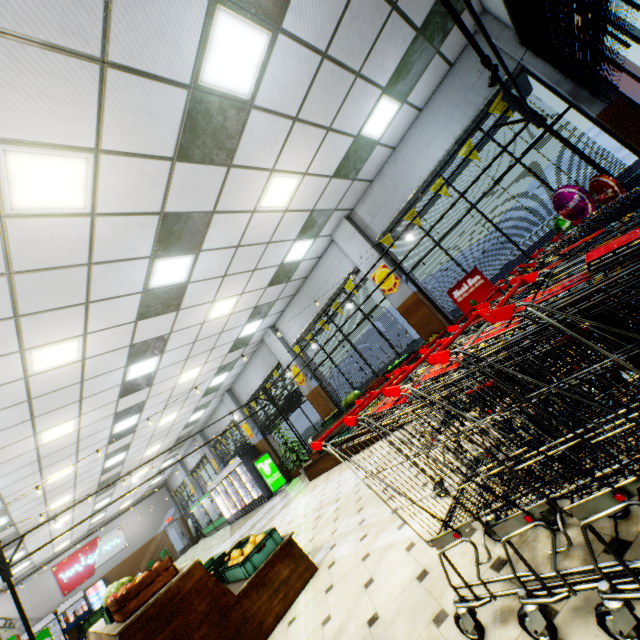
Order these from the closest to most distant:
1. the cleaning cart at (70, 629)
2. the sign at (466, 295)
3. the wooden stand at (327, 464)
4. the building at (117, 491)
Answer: the sign at (466, 295) → the wooden stand at (327, 464) → the cleaning cart at (70, 629) → the building at (117, 491)

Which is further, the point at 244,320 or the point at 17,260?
the point at 244,320

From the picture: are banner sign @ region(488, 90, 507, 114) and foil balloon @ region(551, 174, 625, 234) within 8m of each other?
yes

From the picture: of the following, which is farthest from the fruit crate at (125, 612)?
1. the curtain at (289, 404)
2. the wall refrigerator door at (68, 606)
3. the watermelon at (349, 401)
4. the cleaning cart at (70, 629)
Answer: the wall refrigerator door at (68, 606)

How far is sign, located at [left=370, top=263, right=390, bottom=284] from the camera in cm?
831

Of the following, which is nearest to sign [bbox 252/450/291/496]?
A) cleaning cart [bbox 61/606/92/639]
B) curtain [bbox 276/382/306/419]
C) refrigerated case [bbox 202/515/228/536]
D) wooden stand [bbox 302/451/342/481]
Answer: curtain [bbox 276/382/306/419]

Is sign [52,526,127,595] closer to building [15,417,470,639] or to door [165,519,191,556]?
building [15,417,470,639]

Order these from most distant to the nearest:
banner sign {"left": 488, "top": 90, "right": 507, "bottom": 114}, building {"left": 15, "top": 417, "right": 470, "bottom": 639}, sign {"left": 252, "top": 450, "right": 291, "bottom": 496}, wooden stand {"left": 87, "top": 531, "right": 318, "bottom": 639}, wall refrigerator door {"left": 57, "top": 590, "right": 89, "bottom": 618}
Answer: wall refrigerator door {"left": 57, "top": 590, "right": 89, "bottom": 618}, sign {"left": 252, "top": 450, "right": 291, "bottom": 496}, banner sign {"left": 488, "top": 90, "right": 507, "bottom": 114}, wooden stand {"left": 87, "top": 531, "right": 318, "bottom": 639}, building {"left": 15, "top": 417, "right": 470, "bottom": 639}
